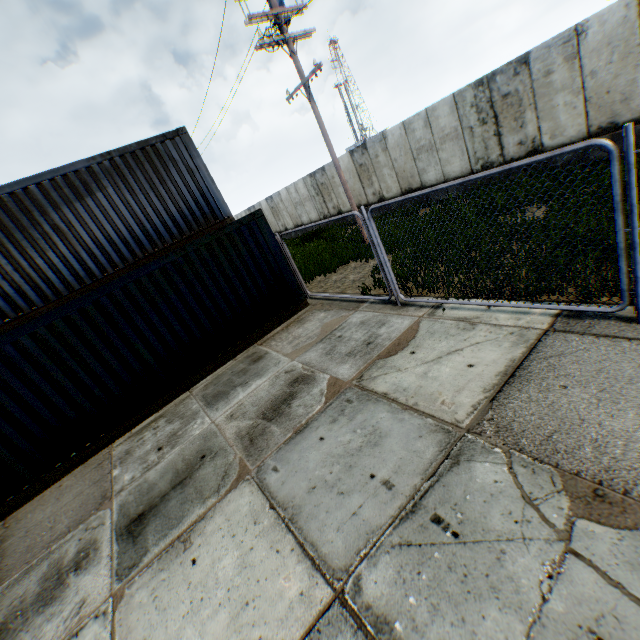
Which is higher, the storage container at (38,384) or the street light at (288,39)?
the street light at (288,39)

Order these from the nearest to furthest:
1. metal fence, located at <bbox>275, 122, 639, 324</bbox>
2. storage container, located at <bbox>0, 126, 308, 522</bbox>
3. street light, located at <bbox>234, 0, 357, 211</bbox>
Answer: metal fence, located at <bbox>275, 122, 639, 324</bbox>
storage container, located at <bbox>0, 126, 308, 522</bbox>
street light, located at <bbox>234, 0, 357, 211</bbox>

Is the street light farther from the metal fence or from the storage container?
the metal fence

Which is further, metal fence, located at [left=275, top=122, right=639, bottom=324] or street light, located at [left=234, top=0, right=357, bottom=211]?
street light, located at [left=234, top=0, right=357, bottom=211]

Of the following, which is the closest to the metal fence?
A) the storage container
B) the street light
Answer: the storage container

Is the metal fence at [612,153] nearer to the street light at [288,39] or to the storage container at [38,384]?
the storage container at [38,384]

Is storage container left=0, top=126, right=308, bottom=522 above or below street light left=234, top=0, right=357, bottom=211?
below

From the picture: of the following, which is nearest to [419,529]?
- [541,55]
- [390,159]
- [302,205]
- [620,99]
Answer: [620,99]
